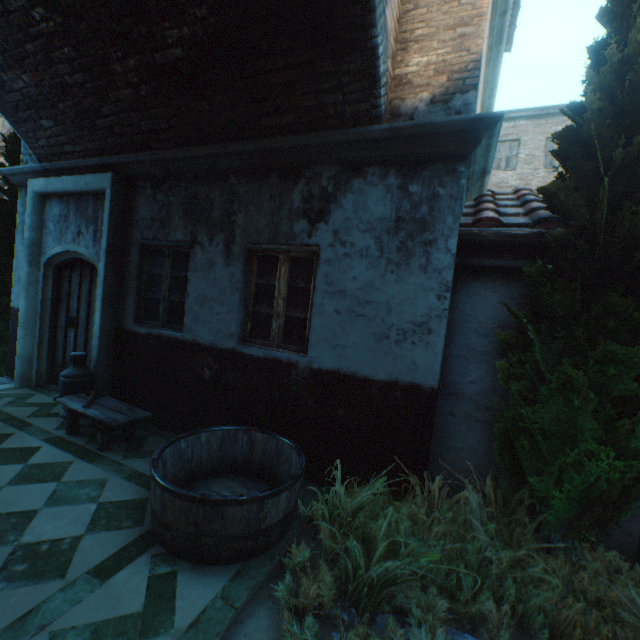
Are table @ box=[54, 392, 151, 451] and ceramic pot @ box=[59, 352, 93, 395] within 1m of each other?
yes

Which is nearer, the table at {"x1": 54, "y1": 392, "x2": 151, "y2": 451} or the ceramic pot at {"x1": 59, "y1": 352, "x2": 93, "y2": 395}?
the table at {"x1": 54, "y1": 392, "x2": 151, "y2": 451}

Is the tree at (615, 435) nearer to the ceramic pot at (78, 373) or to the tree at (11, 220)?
the ceramic pot at (78, 373)

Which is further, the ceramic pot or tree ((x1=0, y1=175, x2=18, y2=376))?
tree ((x1=0, y1=175, x2=18, y2=376))

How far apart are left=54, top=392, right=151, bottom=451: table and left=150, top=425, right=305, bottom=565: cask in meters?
1.0 m

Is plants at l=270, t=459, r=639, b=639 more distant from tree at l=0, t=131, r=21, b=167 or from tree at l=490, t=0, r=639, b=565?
tree at l=0, t=131, r=21, b=167

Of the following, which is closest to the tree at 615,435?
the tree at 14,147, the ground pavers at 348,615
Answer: the ground pavers at 348,615

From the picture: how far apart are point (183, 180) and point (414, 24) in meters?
3.4 m
